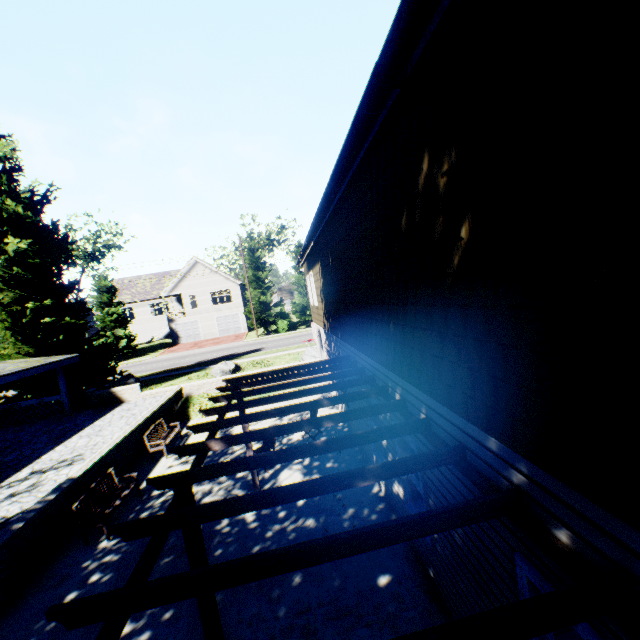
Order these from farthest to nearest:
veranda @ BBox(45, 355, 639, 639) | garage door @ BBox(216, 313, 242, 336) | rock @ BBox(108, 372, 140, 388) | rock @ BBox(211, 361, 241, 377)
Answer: garage door @ BBox(216, 313, 242, 336), rock @ BBox(211, 361, 241, 377), rock @ BBox(108, 372, 140, 388), veranda @ BBox(45, 355, 639, 639)

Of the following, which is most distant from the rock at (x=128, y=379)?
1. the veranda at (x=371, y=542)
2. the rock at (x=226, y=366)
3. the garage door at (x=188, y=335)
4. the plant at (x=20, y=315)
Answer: the garage door at (x=188, y=335)

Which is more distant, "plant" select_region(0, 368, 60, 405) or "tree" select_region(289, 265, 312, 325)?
"tree" select_region(289, 265, 312, 325)

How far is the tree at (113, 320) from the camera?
36.8 meters

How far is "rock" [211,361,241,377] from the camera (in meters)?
19.91

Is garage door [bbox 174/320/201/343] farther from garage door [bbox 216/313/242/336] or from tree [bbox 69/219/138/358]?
tree [bbox 69/219/138/358]

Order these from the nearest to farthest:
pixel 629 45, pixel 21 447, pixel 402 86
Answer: pixel 629 45 → pixel 402 86 → pixel 21 447

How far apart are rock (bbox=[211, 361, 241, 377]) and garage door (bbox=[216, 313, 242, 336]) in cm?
2329
